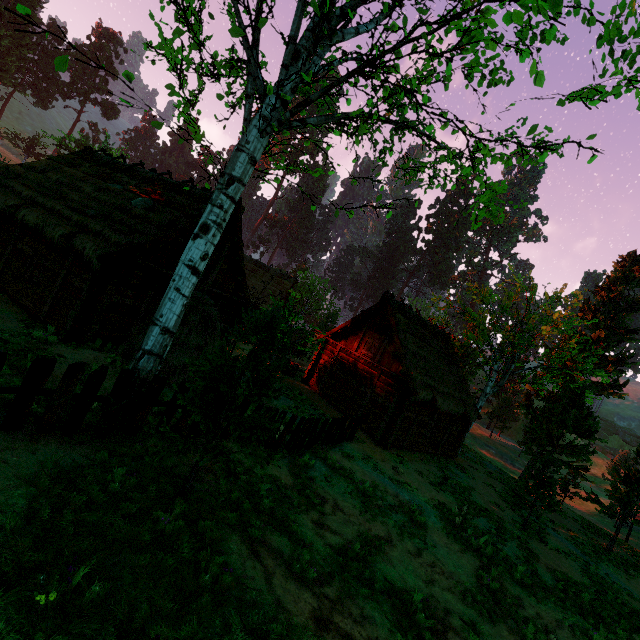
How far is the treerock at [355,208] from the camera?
7.5m

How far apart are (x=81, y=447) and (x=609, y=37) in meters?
11.2

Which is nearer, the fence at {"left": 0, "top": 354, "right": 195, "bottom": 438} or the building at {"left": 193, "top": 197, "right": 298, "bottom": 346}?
the fence at {"left": 0, "top": 354, "right": 195, "bottom": 438}

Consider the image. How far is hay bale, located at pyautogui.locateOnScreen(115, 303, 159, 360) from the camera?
10.4 meters

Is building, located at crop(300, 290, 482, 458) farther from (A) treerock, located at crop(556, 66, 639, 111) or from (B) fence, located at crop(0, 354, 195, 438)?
(B) fence, located at crop(0, 354, 195, 438)

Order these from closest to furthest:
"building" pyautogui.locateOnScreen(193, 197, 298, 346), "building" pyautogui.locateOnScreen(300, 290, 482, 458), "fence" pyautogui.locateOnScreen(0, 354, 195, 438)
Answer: "fence" pyautogui.locateOnScreen(0, 354, 195, 438), "building" pyautogui.locateOnScreen(193, 197, 298, 346), "building" pyautogui.locateOnScreen(300, 290, 482, 458)

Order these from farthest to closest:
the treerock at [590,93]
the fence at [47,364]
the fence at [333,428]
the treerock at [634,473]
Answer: the treerock at [634,473], the fence at [333,428], the fence at [47,364], the treerock at [590,93]

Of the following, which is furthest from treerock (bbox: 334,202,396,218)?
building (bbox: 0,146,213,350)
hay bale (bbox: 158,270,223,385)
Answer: hay bale (bbox: 158,270,223,385)
